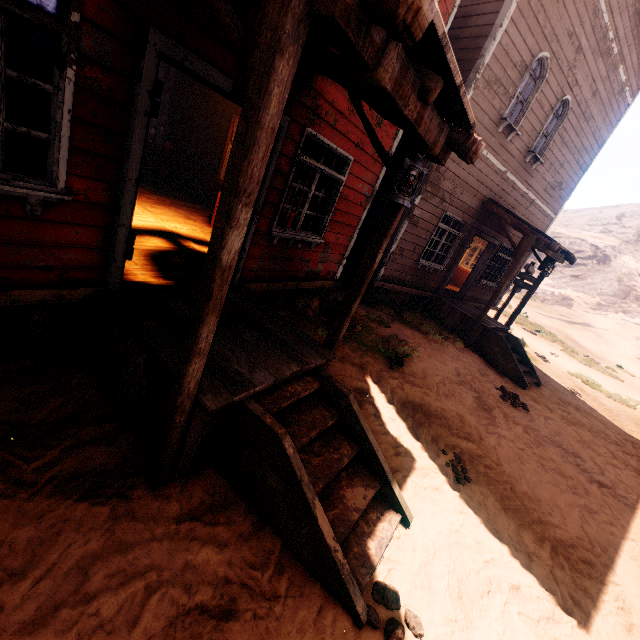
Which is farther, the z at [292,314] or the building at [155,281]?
the z at [292,314]

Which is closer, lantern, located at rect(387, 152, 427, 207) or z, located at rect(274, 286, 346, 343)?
lantern, located at rect(387, 152, 427, 207)

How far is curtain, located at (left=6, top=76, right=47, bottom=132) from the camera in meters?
2.3 m

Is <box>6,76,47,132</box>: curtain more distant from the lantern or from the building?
the lantern

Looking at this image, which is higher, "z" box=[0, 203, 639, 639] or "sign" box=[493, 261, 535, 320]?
"sign" box=[493, 261, 535, 320]

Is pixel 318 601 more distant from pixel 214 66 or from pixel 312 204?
pixel 312 204

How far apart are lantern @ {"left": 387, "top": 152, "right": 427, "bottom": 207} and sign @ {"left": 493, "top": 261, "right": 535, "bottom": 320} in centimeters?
1280cm

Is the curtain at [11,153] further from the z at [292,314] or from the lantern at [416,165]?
the lantern at [416,165]
